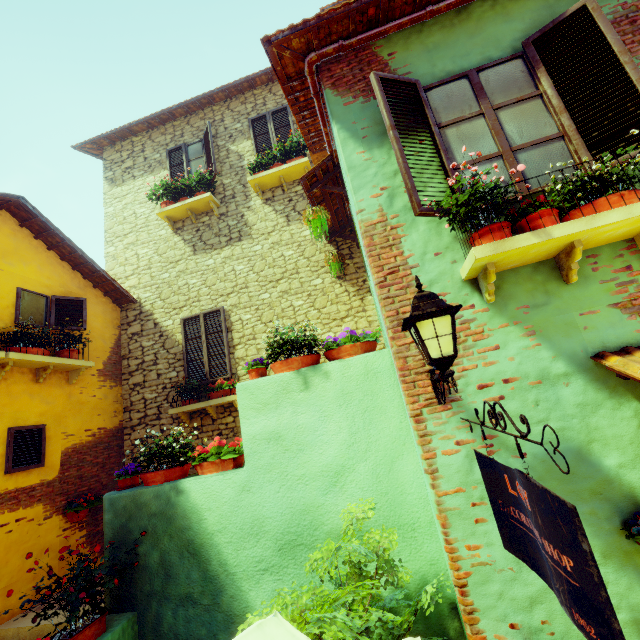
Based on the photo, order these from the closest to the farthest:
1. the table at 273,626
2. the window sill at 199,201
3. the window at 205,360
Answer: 1. the table at 273,626
2. the window at 205,360
3. the window sill at 199,201

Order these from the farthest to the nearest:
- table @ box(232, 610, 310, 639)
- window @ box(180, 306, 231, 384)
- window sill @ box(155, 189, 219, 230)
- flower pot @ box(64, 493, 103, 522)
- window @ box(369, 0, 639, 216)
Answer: window sill @ box(155, 189, 219, 230)
window @ box(180, 306, 231, 384)
flower pot @ box(64, 493, 103, 522)
window @ box(369, 0, 639, 216)
table @ box(232, 610, 310, 639)

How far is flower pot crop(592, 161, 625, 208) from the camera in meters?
2.4 m

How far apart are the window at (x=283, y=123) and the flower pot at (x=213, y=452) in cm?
700

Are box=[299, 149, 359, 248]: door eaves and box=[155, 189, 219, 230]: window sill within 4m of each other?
yes

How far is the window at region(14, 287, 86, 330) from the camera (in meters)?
5.82

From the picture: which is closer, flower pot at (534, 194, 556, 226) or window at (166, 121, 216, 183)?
flower pot at (534, 194, 556, 226)

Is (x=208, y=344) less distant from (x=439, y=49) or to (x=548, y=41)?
(x=439, y=49)
